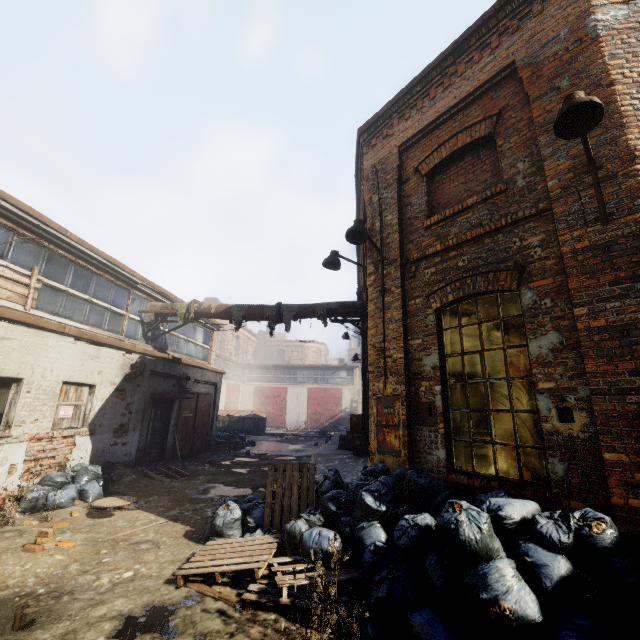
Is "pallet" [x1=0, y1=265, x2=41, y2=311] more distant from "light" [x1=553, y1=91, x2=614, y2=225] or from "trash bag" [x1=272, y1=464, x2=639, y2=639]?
"light" [x1=553, y1=91, x2=614, y2=225]

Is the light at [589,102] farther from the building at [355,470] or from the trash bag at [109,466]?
the trash bag at [109,466]

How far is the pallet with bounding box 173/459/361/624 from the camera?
3.6 meters

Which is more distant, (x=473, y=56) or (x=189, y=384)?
(x=189, y=384)

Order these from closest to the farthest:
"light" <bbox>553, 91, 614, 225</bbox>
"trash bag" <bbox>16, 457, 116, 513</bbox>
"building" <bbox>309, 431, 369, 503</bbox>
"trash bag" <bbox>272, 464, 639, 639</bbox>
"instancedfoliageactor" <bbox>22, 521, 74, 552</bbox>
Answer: "trash bag" <bbox>272, 464, 639, 639</bbox> < "light" <bbox>553, 91, 614, 225</bbox> < "instancedfoliageactor" <bbox>22, 521, 74, 552</bbox> < "building" <bbox>309, 431, 369, 503</bbox> < "trash bag" <bbox>16, 457, 116, 513</bbox>

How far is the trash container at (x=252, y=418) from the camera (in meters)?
24.89

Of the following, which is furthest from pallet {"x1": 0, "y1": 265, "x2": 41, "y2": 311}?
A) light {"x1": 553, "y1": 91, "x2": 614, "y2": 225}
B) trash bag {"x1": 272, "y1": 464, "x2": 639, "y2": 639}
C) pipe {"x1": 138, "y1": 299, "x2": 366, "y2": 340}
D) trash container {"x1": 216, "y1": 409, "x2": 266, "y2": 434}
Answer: trash container {"x1": 216, "y1": 409, "x2": 266, "y2": 434}

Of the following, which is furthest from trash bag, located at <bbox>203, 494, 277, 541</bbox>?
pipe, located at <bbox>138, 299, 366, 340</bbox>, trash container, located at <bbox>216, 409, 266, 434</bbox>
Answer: trash container, located at <bbox>216, 409, 266, 434</bbox>
